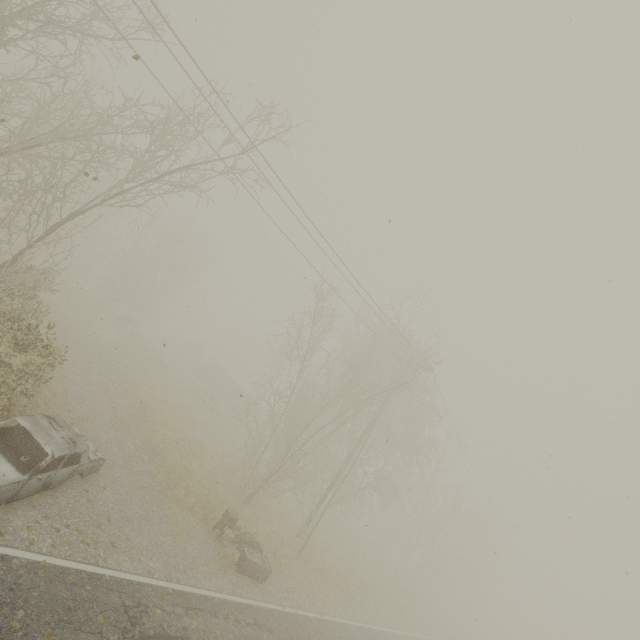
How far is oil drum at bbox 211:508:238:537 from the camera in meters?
11.7 m

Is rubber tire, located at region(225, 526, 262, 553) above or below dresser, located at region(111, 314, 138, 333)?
below

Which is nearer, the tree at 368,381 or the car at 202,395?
the tree at 368,381

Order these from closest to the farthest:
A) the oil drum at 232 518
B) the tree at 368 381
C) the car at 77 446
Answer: the car at 77 446
the oil drum at 232 518
the tree at 368 381

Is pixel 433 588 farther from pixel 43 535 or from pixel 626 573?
pixel 43 535

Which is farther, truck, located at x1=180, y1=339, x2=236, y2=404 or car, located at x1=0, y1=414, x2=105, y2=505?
truck, located at x1=180, y1=339, x2=236, y2=404

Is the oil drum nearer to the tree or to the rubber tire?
the rubber tire

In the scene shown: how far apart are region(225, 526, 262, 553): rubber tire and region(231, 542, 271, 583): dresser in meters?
0.2 m
